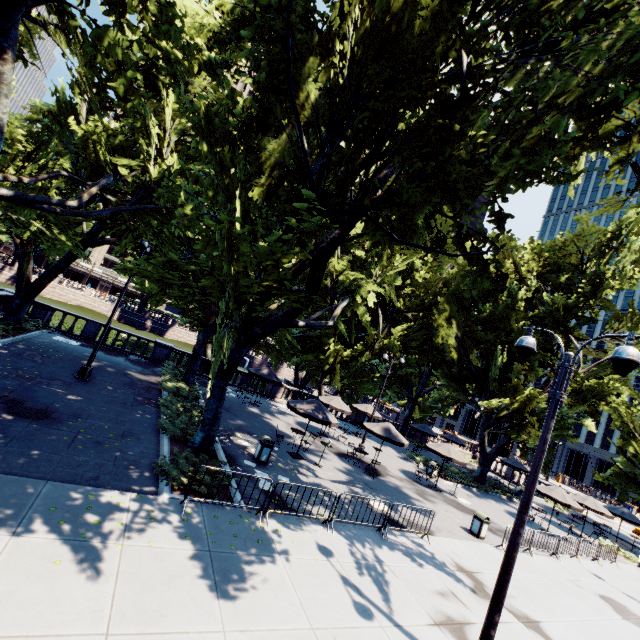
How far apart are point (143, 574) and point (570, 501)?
24.8m

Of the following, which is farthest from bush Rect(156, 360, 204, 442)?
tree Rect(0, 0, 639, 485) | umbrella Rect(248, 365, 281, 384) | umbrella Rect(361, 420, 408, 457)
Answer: umbrella Rect(361, 420, 408, 457)

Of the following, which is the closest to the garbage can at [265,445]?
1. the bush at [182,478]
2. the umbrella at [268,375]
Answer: the bush at [182,478]

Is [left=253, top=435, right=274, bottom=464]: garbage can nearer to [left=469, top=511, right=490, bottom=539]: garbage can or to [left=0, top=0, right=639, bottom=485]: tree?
[left=0, top=0, right=639, bottom=485]: tree

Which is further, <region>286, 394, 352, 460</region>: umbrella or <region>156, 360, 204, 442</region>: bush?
<region>286, 394, 352, 460</region>: umbrella

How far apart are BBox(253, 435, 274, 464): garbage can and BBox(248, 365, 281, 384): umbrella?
9.62m

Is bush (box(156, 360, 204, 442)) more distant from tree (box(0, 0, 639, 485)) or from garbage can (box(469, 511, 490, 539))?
garbage can (box(469, 511, 490, 539))

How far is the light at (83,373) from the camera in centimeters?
1519cm
